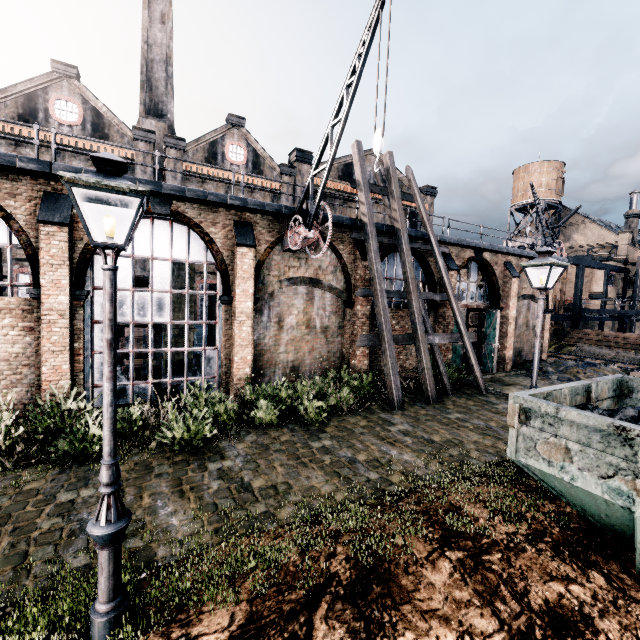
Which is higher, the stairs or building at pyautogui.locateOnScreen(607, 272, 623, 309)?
building at pyautogui.locateOnScreen(607, 272, 623, 309)

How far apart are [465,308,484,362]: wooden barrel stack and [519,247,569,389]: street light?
15.4 meters

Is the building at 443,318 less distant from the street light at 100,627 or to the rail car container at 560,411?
the street light at 100,627

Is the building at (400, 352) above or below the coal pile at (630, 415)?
below

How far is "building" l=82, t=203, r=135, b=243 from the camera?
10.9m

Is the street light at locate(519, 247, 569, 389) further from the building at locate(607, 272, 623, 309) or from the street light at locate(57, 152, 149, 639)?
the building at locate(607, 272, 623, 309)

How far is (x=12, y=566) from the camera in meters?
5.0
